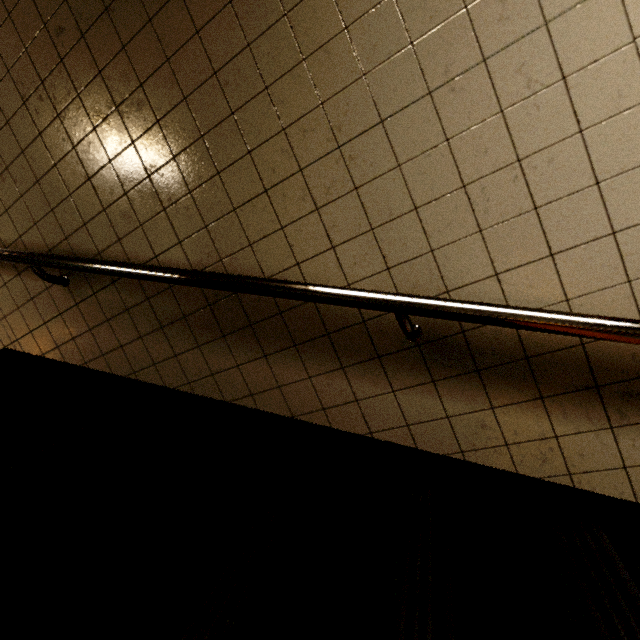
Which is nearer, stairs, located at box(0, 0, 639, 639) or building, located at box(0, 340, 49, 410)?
stairs, located at box(0, 0, 639, 639)

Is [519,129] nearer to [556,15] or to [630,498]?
[556,15]

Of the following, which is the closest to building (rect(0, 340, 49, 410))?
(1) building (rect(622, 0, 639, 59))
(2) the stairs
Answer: (2) the stairs

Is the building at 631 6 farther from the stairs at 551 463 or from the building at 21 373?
the building at 21 373

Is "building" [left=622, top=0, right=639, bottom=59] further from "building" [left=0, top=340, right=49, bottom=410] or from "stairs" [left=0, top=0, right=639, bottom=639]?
"building" [left=0, top=340, right=49, bottom=410]

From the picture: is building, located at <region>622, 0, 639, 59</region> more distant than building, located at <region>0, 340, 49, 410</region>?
No
